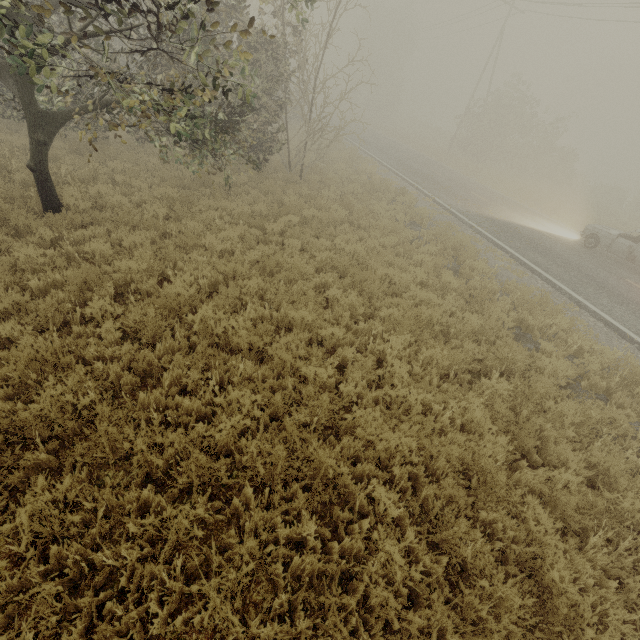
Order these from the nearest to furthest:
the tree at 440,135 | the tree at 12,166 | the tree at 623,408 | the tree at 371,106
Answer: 1. the tree at 371,106
2. the tree at 623,408
3. the tree at 12,166
4. the tree at 440,135

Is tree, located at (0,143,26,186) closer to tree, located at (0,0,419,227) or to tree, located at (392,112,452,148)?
tree, located at (0,0,419,227)

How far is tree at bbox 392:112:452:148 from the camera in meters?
41.4

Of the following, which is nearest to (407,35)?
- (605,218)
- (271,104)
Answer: (605,218)

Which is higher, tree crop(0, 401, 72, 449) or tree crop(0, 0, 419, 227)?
tree crop(0, 0, 419, 227)

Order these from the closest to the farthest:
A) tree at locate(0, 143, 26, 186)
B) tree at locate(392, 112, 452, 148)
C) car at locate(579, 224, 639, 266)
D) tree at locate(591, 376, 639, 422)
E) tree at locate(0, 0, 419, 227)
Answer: tree at locate(0, 0, 419, 227), tree at locate(591, 376, 639, 422), tree at locate(0, 143, 26, 186), car at locate(579, 224, 639, 266), tree at locate(392, 112, 452, 148)

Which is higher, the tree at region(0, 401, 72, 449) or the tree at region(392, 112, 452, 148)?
the tree at region(392, 112, 452, 148)

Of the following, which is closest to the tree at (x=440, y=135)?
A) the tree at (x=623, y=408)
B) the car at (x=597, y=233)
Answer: the car at (x=597, y=233)
